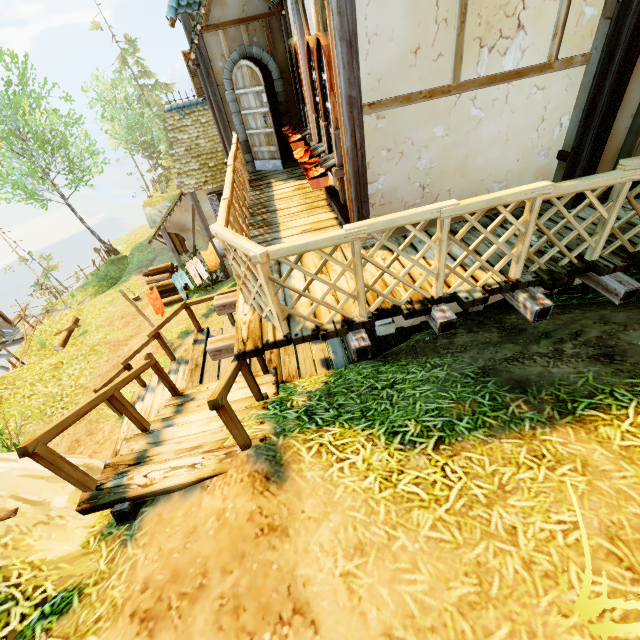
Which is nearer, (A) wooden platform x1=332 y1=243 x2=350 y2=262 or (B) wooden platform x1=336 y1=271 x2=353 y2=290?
(B) wooden platform x1=336 y1=271 x2=353 y2=290

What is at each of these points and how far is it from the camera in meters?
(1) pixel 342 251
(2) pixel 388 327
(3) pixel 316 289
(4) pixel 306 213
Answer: (1) wooden platform, 4.6 m
(2) building, 6.2 m
(3) wooden platform, 3.9 m
(4) wooden platform, 5.7 m

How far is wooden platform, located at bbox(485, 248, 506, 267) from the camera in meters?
3.7

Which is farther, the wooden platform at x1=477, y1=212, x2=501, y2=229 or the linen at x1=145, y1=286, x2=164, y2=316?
the linen at x1=145, y1=286, x2=164, y2=316

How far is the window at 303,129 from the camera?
6.13m

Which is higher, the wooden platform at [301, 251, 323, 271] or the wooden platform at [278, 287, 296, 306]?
the wooden platform at [301, 251, 323, 271]

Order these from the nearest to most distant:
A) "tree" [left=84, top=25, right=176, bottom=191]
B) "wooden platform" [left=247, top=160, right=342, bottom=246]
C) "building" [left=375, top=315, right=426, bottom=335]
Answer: "wooden platform" [left=247, top=160, right=342, bottom=246], "building" [left=375, top=315, right=426, bottom=335], "tree" [left=84, top=25, right=176, bottom=191]

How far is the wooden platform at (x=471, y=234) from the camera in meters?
4.1
